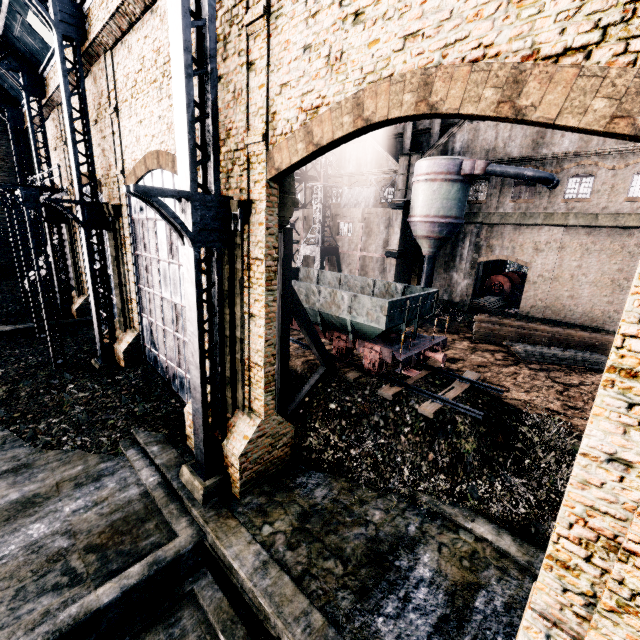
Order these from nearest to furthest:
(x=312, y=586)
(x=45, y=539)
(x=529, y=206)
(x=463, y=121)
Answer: (x=312, y=586), (x=45, y=539), (x=529, y=206), (x=463, y=121)

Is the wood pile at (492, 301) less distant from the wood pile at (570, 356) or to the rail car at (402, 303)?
the wood pile at (570, 356)

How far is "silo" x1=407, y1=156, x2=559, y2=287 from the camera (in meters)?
25.03

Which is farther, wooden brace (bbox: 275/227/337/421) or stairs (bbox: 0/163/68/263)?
stairs (bbox: 0/163/68/263)

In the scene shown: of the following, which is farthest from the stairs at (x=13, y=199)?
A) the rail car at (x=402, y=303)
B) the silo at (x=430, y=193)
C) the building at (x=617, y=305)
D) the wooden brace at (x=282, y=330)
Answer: the silo at (x=430, y=193)

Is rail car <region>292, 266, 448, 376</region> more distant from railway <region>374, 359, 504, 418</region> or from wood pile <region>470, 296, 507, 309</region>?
wood pile <region>470, 296, 507, 309</region>

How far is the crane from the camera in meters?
32.1

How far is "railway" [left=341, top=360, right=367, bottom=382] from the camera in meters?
15.3
